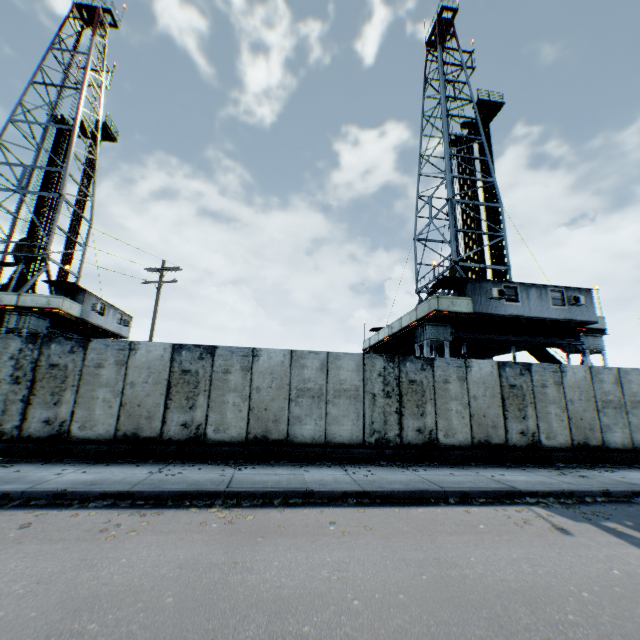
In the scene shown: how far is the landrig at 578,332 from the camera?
16.2m

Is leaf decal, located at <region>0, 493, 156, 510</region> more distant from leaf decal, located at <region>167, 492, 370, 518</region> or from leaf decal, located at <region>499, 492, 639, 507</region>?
leaf decal, located at <region>499, 492, 639, 507</region>

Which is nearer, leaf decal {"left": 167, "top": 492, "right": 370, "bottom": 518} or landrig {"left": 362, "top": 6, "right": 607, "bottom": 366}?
leaf decal {"left": 167, "top": 492, "right": 370, "bottom": 518}

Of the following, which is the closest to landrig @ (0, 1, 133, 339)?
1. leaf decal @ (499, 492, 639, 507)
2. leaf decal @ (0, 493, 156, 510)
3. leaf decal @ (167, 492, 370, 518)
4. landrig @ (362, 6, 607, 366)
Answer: leaf decal @ (0, 493, 156, 510)

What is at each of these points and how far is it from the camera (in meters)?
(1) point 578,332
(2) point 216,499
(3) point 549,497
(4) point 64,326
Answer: (1) landrig, 17.69
(2) leaf decal, 6.48
(3) leaf decal, 7.45
(4) landrig, 21.02

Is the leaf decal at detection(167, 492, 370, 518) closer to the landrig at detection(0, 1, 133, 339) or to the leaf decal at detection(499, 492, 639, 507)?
the leaf decal at detection(499, 492, 639, 507)

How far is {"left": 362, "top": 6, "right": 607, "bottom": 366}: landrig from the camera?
16.2m

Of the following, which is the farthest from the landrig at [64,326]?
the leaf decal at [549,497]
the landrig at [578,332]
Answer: the leaf decal at [549,497]
